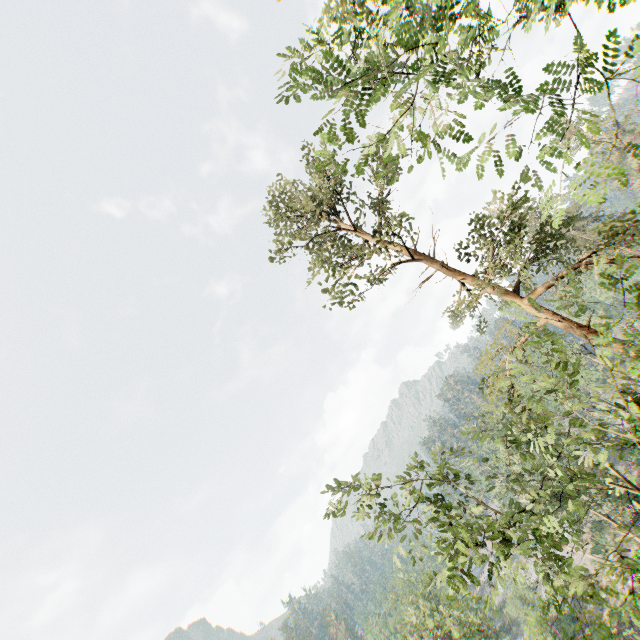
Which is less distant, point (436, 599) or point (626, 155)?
point (436, 599)

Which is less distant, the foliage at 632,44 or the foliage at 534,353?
the foliage at 632,44

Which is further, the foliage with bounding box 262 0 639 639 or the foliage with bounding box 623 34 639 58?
the foliage with bounding box 262 0 639 639
